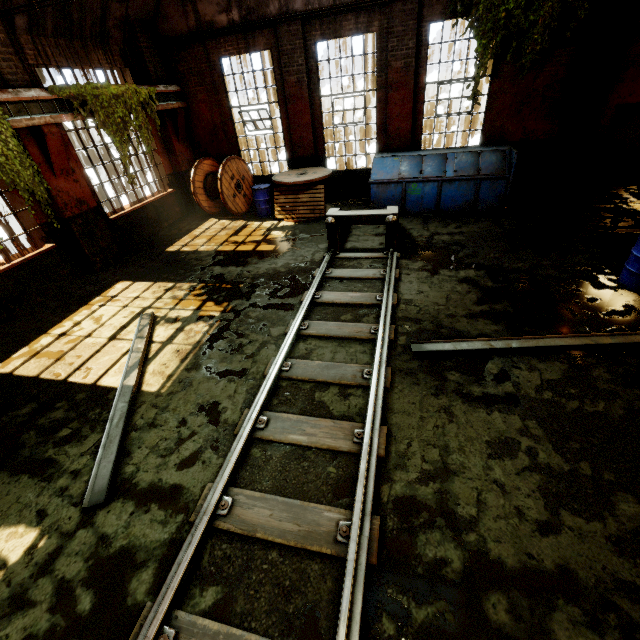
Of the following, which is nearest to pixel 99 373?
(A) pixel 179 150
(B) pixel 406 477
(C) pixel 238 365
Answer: (C) pixel 238 365

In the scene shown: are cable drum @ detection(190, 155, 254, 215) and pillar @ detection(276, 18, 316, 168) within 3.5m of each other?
yes

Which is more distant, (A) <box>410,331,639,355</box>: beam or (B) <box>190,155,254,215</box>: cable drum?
(B) <box>190,155,254,215</box>: cable drum

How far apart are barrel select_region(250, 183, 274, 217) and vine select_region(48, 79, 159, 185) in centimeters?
296cm

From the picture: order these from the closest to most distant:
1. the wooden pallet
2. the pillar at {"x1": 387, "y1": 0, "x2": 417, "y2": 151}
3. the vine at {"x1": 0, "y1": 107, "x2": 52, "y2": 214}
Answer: the vine at {"x1": 0, "y1": 107, "x2": 52, "y2": 214}, the pillar at {"x1": 387, "y1": 0, "x2": 417, "y2": 151}, the wooden pallet

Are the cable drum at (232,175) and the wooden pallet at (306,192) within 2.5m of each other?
yes

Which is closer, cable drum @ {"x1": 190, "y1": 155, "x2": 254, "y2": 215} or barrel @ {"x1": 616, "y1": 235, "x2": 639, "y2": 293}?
barrel @ {"x1": 616, "y1": 235, "x2": 639, "y2": 293}

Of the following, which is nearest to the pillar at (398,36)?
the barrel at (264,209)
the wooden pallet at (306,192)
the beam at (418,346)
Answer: the wooden pallet at (306,192)
